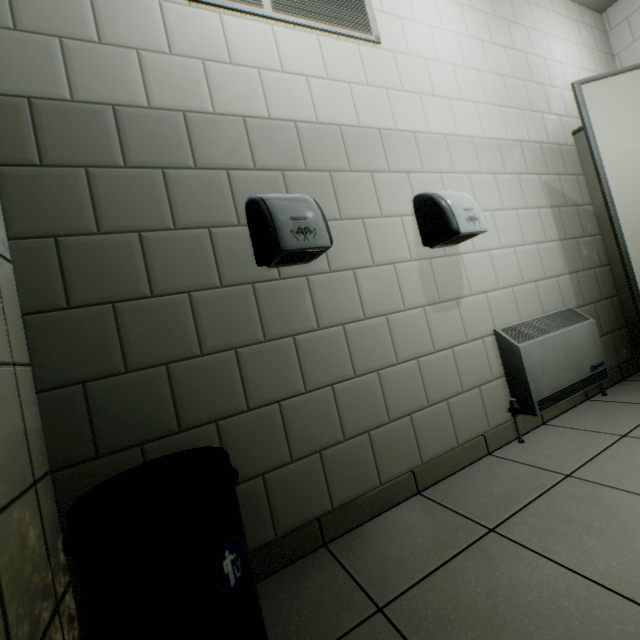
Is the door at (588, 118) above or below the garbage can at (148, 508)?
above

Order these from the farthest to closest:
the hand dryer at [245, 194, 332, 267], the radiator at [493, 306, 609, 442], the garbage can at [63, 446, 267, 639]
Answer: the radiator at [493, 306, 609, 442], the hand dryer at [245, 194, 332, 267], the garbage can at [63, 446, 267, 639]

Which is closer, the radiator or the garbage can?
the garbage can

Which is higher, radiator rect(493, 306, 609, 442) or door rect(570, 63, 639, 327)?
door rect(570, 63, 639, 327)

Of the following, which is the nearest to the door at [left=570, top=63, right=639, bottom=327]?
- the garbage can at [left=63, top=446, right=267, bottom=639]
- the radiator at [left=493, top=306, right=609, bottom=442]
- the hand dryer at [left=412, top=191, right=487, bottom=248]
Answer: the radiator at [left=493, top=306, right=609, bottom=442]

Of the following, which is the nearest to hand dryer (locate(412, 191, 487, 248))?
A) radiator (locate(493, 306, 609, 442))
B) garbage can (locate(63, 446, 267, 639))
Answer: radiator (locate(493, 306, 609, 442))

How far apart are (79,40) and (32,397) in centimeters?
130cm

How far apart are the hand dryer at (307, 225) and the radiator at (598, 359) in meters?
1.2
